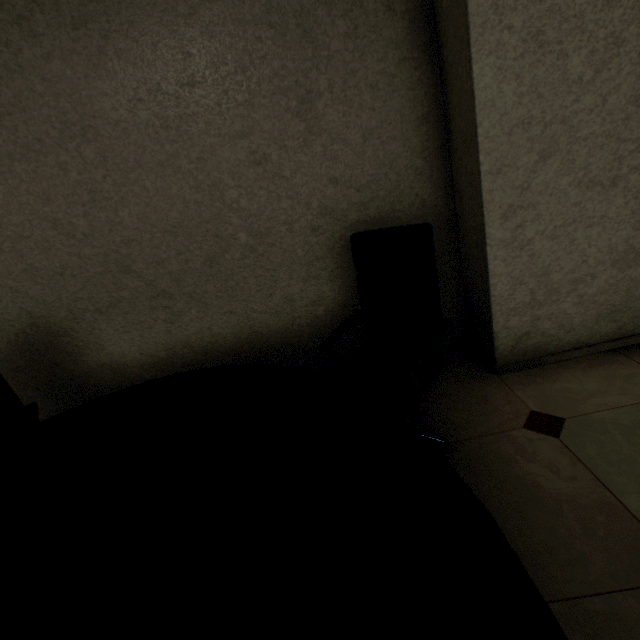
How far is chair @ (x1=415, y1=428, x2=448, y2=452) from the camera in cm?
171

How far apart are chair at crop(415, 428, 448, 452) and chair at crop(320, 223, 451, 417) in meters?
0.2 m

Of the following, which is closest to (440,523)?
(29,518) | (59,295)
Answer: (29,518)

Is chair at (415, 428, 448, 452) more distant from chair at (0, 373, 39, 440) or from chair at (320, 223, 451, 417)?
chair at (0, 373, 39, 440)

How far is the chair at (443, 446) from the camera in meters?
1.7

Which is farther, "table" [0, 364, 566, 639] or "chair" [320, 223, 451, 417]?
"chair" [320, 223, 451, 417]

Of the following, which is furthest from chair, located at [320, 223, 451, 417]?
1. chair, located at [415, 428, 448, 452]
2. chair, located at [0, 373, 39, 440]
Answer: chair, located at [0, 373, 39, 440]

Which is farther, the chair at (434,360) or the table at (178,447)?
the chair at (434,360)
